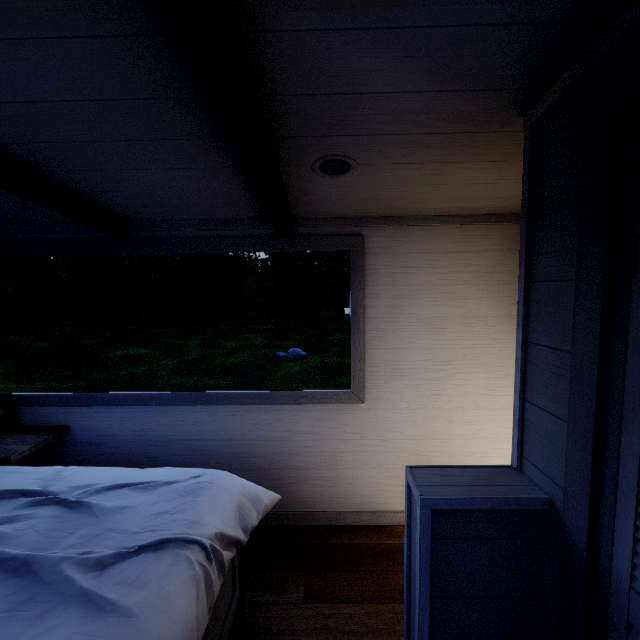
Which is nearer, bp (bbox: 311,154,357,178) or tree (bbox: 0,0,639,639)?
tree (bbox: 0,0,639,639)

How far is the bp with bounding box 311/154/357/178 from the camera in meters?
1.4

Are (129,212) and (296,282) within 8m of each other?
no

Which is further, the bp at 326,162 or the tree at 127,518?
the bp at 326,162

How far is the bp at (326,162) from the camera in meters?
1.4 m
